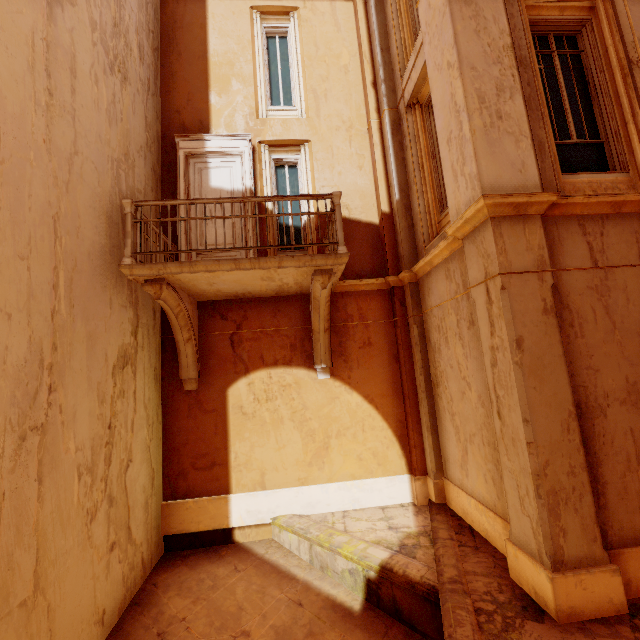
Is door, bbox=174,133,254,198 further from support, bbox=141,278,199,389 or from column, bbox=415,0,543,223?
column, bbox=415,0,543,223

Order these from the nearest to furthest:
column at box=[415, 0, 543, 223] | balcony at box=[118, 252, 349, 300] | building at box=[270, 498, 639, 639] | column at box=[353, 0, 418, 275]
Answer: building at box=[270, 498, 639, 639] → column at box=[415, 0, 543, 223] → balcony at box=[118, 252, 349, 300] → column at box=[353, 0, 418, 275]

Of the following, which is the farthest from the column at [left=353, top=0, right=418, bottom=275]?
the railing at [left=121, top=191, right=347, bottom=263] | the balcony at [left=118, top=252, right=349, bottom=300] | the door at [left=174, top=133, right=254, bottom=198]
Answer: the door at [left=174, top=133, right=254, bottom=198]

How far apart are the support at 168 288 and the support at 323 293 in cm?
232

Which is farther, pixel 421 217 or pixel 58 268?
pixel 421 217

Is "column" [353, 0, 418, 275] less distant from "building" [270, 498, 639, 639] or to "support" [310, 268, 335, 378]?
"support" [310, 268, 335, 378]

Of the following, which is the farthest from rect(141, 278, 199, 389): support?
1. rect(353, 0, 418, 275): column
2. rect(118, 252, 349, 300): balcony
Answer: rect(353, 0, 418, 275): column

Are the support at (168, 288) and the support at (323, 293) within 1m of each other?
no
